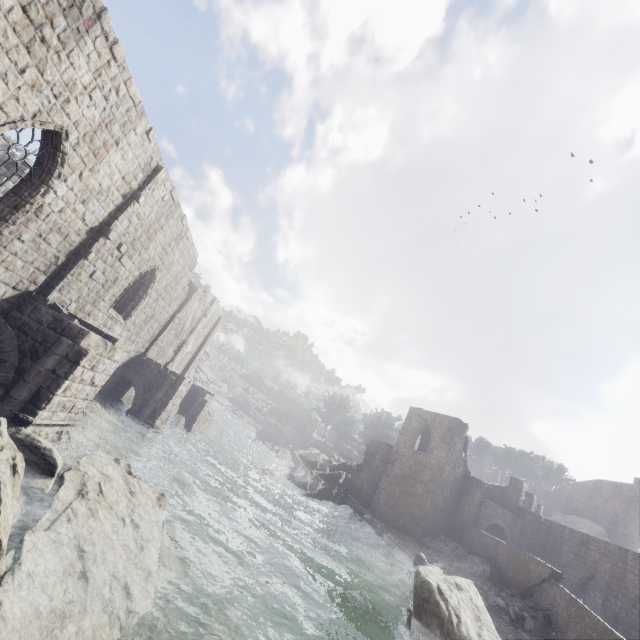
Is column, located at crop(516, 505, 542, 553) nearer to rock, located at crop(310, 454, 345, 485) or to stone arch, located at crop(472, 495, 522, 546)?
stone arch, located at crop(472, 495, 522, 546)

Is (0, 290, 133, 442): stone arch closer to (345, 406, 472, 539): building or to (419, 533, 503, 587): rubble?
(345, 406, 472, 539): building

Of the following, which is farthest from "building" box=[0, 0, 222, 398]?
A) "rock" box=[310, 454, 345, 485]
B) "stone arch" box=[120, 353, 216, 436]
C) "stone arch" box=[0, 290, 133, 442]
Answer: "stone arch" box=[0, 290, 133, 442]

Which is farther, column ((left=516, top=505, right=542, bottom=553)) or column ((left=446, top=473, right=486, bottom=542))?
column ((left=516, top=505, right=542, bottom=553))

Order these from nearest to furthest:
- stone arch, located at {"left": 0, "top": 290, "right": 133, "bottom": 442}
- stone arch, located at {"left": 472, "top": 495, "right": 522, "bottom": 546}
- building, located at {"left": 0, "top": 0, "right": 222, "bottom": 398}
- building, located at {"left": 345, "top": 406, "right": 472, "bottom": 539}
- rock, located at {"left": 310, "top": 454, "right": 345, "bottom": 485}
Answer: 1. building, located at {"left": 0, "top": 0, "right": 222, "bottom": 398}
2. stone arch, located at {"left": 0, "top": 290, "right": 133, "bottom": 442}
3. building, located at {"left": 345, "top": 406, "right": 472, "bottom": 539}
4. stone arch, located at {"left": 472, "top": 495, "right": 522, "bottom": 546}
5. rock, located at {"left": 310, "top": 454, "right": 345, "bottom": 485}

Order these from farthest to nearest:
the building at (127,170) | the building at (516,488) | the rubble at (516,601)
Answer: the building at (516,488) → the rubble at (516,601) → the building at (127,170)

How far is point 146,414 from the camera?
18.38m

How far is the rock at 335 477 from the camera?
37.22m
